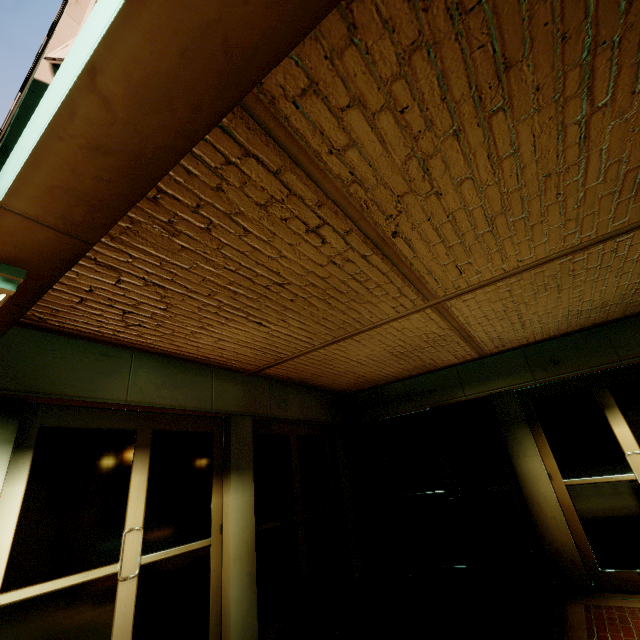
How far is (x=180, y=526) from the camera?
3.9m
